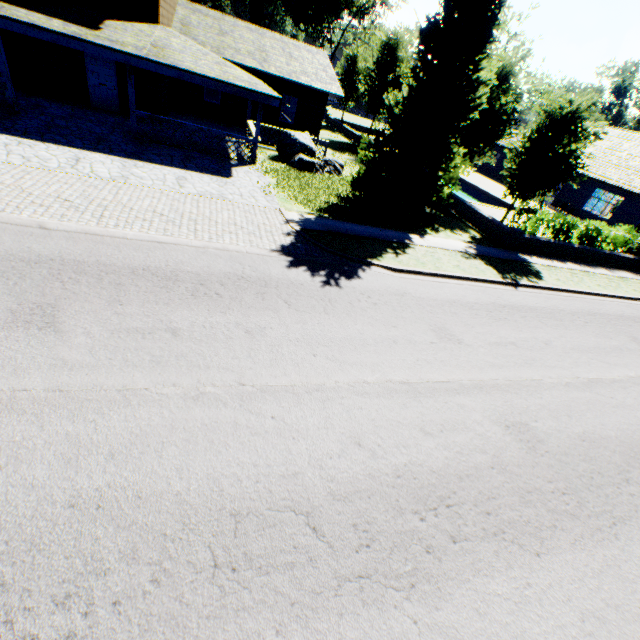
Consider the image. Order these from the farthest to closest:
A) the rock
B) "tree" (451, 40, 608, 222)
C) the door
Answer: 1. the rock
2. the door
3. "tree" (451, 40, 608, 222)

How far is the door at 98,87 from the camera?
15.0 meters

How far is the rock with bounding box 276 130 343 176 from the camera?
16.7 meters

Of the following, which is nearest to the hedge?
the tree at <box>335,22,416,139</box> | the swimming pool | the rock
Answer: the tree at <box>335,22,416,139</box>

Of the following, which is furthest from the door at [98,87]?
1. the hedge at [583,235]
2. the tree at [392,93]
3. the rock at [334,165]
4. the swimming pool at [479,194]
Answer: the hedge at [583,235]

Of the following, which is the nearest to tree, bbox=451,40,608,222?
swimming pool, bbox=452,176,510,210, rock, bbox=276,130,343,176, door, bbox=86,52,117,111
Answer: swimming pool, bbox=452,176,510,210

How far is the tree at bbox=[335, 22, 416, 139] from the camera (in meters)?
26.70

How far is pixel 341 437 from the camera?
4.7m
